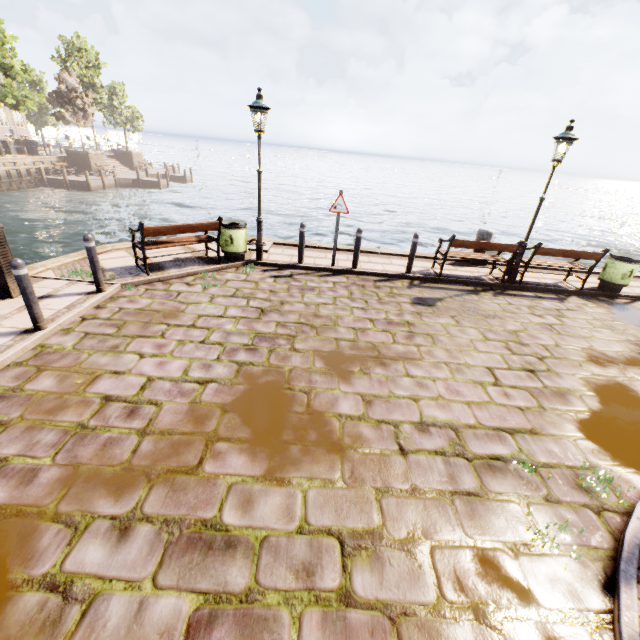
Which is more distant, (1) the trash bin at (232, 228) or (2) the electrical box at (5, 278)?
(1) the trash bin at (232, 228)

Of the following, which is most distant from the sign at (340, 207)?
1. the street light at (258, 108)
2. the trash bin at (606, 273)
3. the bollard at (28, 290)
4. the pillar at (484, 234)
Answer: the trash bin at (606, 273)

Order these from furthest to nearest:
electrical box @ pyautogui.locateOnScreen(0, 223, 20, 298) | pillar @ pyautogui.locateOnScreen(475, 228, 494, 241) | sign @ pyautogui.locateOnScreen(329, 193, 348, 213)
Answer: pillar @ pyautogui.locateOnScreen(475, 228, 494, 241) → sign @ pyautogui.locateOnScreen(329, 193, 348, 213) → electrical box @ pyautogui.locateOnScreen(0, 223, 20, 298)

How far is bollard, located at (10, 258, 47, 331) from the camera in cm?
446

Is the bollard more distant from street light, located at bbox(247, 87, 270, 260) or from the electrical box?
street light, located at bbox(247, 87, 270, 260)

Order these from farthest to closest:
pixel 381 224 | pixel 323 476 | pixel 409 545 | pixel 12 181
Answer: pixel 381 224
pixel 12 181
pixel 323 476
pixel 409 545

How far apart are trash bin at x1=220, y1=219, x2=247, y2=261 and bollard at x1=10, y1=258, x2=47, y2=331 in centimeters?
416cm

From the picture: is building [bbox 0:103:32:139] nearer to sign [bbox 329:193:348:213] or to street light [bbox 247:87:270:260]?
street light [bbox 247:87:270:260]
